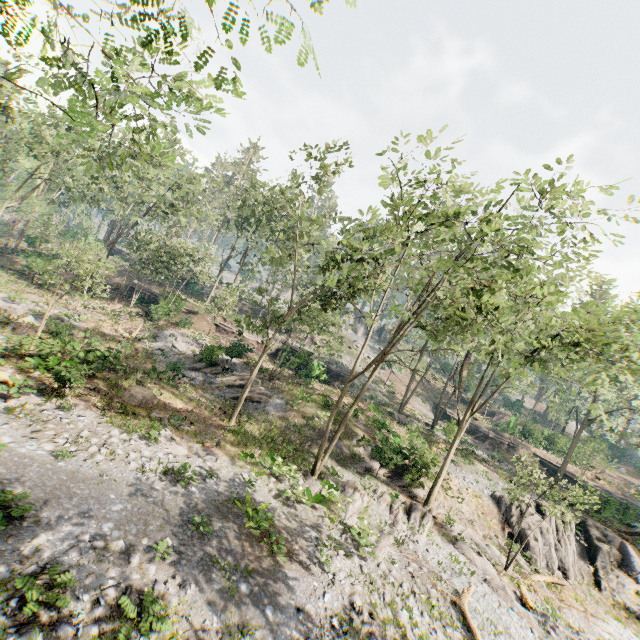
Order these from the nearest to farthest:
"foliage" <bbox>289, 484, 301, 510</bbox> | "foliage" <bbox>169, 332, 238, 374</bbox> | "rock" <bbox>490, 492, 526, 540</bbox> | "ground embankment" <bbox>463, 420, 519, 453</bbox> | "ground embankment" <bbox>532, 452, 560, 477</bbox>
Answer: "foliage" <bbox>289, 484, 301, 510</bbox>
"rock" <bbox>490, 492, 526, 540</bbox>
"foliage" <bbox>169, 332, 238, 374</bbox>
"ground embankment" <bbox>532, 452, 560, 477</bbox>
"ground embankment" <bbox>463, 420, 519, 453</bbox>

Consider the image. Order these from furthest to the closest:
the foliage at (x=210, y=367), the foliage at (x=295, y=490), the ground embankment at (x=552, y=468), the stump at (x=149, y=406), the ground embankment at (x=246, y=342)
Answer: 1. the ground embankment at (x=552, y=468)
2. the ground embankment at (x=246, y=342)
3. the foliage at (x=210, y=367)
4. the stump at (x=149, y=406)
5. the foliage at (x=295, y=490)

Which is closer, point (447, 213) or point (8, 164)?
point (447, 213)

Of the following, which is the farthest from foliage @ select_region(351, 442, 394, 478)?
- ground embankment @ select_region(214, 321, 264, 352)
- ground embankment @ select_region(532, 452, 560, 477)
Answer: ground embankment @ select_region(214, 321, 264, 352)

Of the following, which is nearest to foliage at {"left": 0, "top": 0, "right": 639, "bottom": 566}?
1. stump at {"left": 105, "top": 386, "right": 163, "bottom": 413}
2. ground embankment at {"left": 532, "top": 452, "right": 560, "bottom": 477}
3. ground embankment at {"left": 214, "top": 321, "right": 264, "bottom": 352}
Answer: ground embankment at {"left": 532, "top": 452, "right": 560, "bottom": 477}

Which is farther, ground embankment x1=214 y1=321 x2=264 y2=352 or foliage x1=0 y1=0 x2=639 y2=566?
ground embankment x1=214 y1=321 x2=264 y2=352

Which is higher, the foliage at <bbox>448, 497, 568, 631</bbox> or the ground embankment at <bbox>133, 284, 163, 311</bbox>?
the ground embankment at <bbox>133, 284, 163, 311</bbox>

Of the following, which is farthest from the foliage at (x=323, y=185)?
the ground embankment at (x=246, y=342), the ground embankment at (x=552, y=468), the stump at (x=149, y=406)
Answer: the stump at (x=149, y=406)
